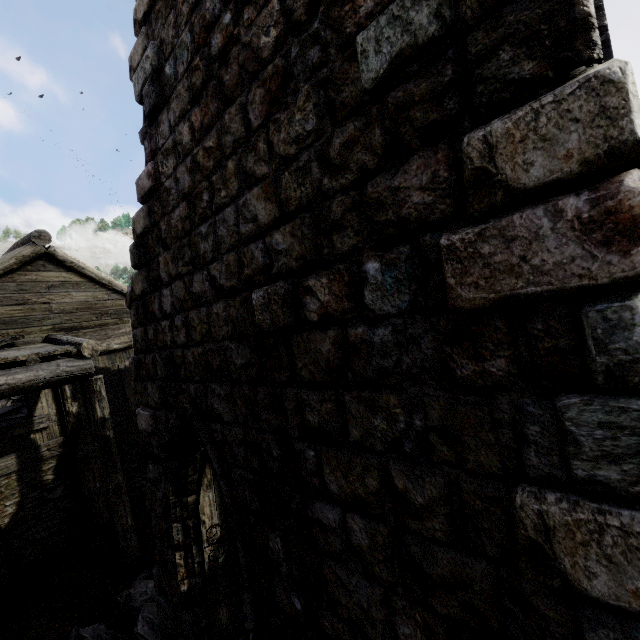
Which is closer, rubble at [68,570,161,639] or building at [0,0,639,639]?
building at [0,0,639,639]

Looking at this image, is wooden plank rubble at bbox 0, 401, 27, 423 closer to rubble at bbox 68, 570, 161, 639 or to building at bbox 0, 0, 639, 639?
building at bbox 0, 0, 639, 639

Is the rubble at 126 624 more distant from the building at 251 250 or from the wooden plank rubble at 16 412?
the wooden plank rubble at 16 412

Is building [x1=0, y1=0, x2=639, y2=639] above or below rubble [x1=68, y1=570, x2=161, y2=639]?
above

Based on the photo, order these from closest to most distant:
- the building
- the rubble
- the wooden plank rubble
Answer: the building
the rubble
the wooden plank rubble

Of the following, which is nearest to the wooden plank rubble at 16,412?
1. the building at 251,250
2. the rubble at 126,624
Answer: the building at 251,250

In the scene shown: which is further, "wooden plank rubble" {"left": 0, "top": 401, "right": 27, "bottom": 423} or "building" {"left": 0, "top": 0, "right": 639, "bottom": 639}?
"wooden plank rubble" {"left": 0, "top": 401, "right": 27, "bottom": 423}

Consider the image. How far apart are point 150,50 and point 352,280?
4.22m
